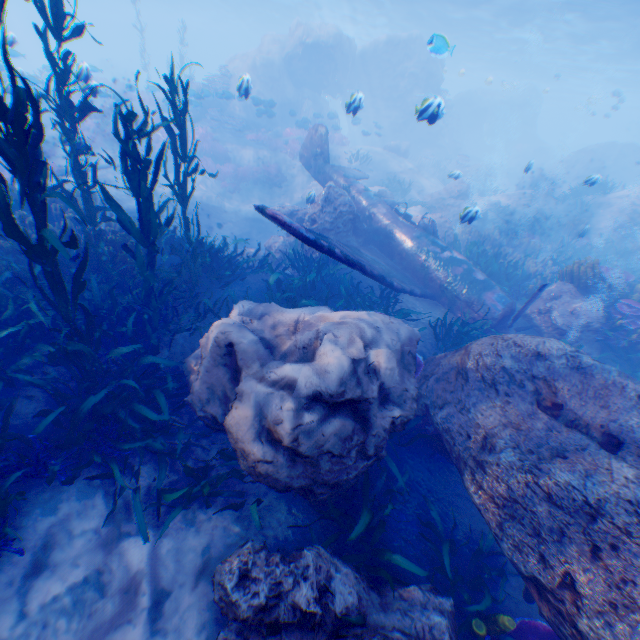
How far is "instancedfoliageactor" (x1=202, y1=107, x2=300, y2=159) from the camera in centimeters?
2008cm

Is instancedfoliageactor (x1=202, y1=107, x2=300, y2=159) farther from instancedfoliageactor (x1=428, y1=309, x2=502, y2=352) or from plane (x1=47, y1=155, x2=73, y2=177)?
plane (x1=47, y1=155, x2=73, y2=177)

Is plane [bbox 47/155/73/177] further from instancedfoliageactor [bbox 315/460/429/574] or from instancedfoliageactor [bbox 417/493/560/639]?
instancedfoliageactor [bbox 315/460/429/574]

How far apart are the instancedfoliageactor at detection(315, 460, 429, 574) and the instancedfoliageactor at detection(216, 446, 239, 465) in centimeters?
128cm

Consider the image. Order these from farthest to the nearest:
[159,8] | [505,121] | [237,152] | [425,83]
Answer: [159,8] → [505,121] → [425,83] → [237,152]

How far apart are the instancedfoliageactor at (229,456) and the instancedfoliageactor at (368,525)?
1.28m

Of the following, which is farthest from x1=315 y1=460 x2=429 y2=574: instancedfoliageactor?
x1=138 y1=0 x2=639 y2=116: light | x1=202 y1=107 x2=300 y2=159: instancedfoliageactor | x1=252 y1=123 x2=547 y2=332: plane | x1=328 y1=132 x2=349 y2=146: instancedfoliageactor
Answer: x1=328 y1=132 x2=349 y2=146: instancedfoliageactor

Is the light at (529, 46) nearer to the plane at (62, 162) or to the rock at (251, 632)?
the rock at (251, 632)
